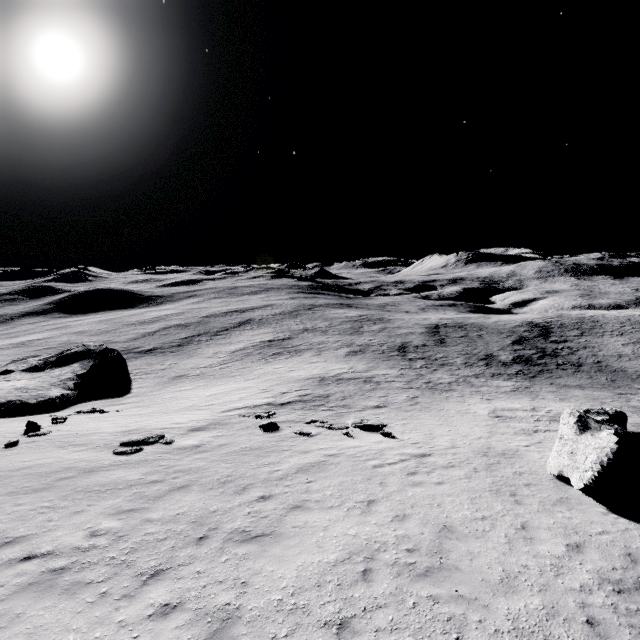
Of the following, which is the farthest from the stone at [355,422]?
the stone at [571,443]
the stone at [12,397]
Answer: the stone at [12,397]

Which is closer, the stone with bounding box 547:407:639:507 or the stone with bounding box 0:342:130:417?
the stone with bounding box 547:407:639:507

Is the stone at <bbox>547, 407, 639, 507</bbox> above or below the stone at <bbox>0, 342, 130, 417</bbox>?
above

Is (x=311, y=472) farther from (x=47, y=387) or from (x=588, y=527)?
(x=47, y=387)

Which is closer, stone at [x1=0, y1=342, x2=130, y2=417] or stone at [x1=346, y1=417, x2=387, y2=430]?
stone at [x1=346, y1=417, x2=387, y2=430]

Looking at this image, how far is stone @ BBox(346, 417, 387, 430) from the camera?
18.06m

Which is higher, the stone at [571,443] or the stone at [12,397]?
the stone at [571,443]

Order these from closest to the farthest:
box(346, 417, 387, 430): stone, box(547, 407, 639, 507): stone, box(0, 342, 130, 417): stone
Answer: box(547, 407, 639, 507): stone → box(346, 417, 387, 430): stone → box(0, 342, 130, 417): stone
